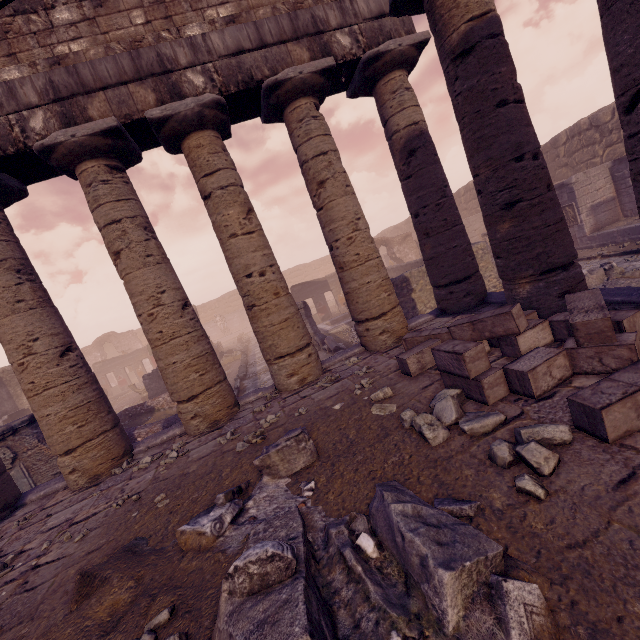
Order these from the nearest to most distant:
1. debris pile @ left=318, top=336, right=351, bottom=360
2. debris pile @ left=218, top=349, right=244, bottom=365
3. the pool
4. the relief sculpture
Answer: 1. debris pile @ left=318, top=336, right=351, bottom=360
2. the relief sculpture
3. the pool
4. debris pile @ left=218, top=349, right=244, bottom=365

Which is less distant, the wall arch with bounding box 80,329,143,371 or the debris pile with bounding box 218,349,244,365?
the debris pile with bounding box 218,349,244,365

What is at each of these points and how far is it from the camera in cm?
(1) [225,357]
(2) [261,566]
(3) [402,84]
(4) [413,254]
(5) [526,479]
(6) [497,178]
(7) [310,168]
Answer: (1) debris pile, 2020
(2) debris pile, 167
(3) column, 647
(4) wall arch, 2384
(5) rocks, 219
(6) column, 478
(7) column, 629

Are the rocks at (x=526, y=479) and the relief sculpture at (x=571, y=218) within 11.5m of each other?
no

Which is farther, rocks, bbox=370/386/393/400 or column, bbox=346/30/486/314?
column, bbox=346/30/486/314

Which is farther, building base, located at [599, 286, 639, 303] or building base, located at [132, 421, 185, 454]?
building base, located at [132, 421, 185, 454]

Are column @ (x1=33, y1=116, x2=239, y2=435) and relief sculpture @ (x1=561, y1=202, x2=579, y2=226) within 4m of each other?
no

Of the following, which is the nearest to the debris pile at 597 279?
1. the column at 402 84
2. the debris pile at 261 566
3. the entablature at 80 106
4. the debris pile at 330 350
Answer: the column at 402 84
